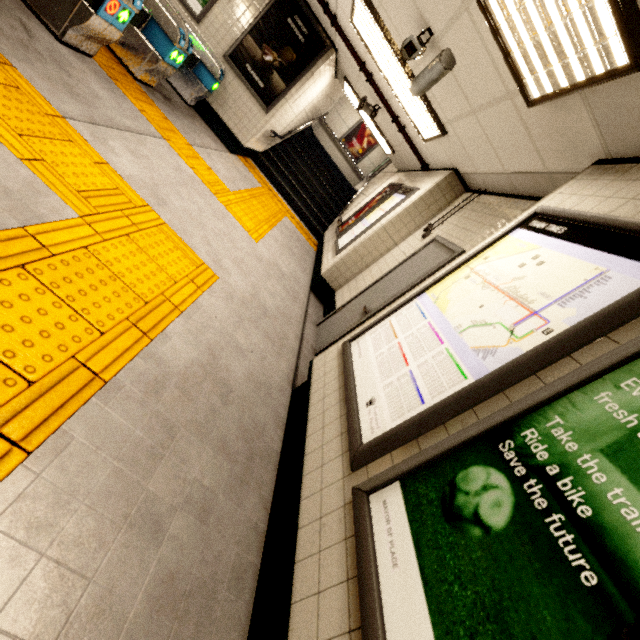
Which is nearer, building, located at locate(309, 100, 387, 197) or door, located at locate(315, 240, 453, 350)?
door, located at locate(315, 240, 453, 350)

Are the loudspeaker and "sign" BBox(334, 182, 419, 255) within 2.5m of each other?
yes

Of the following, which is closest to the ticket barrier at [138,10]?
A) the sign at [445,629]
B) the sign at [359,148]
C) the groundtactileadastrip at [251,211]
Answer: the groundtactileadastrip at [251,211]

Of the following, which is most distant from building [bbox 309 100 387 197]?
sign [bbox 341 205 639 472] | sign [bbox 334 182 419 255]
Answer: sign [bbox 341 205 639 472]

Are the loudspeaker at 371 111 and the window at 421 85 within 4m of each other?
yes

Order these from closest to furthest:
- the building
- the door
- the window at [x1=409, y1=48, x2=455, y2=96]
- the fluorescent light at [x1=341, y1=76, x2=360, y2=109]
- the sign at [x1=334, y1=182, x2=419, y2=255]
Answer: the window at [x1=409, y1=48, x2=455, y2=96] < the door < the sign at [x1=334, y1=182, x2=419, y2=255] < the fluorescent light at [x1=341, y1=76, x2=360, y2=109] < the building

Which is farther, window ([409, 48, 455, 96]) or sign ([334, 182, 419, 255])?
sign ([334, 182, 419, 255])

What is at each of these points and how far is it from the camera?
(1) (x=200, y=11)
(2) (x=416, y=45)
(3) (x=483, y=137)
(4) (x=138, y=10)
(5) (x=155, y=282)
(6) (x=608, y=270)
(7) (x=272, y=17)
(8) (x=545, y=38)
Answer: (1) sign, 6.13m
(2) window, 3.01m
(3) storm drain, 3.52m
(4) ticket barrier, 3.75m
(5) groundtactileadastrip, 2.38m
(6) sign, 1.46m
(7) sign, 6.16m
(8) fluorescent light, 1.96m
